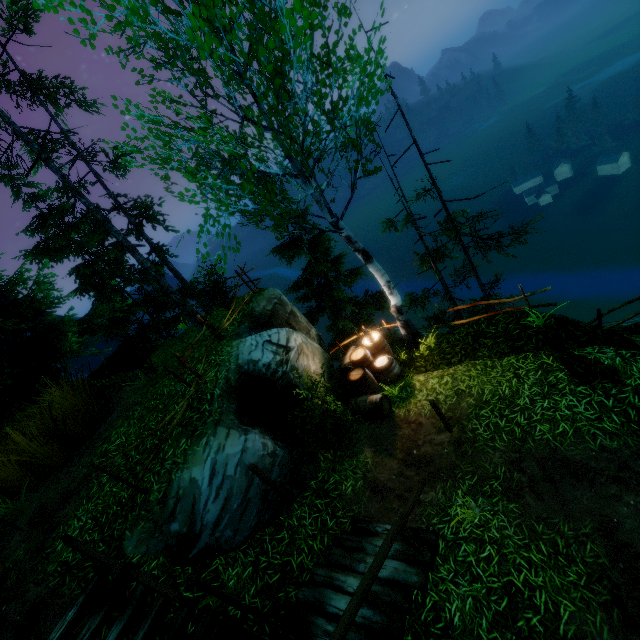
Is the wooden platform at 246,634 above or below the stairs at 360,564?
above

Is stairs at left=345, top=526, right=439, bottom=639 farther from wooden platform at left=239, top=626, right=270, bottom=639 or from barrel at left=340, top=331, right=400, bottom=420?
barrel at left=340, top=331, right=400, bottom=420

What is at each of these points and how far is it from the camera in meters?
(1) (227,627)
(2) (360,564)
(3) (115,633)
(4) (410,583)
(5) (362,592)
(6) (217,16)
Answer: (1) stairs, 4.5
(2) stairs, 5.4
(3) stairs, 4.6
(4) stairs, 4.8
(5) rail, 3.8
(6) tree, 5.0

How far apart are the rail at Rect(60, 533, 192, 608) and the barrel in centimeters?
588cm

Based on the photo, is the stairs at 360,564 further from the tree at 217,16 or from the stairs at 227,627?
the tree at 217,16

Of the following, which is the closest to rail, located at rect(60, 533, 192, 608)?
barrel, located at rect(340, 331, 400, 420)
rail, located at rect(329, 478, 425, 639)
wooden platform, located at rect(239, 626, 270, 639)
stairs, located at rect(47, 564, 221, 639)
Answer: stairs, located at rect(47, 564, 221, 639)

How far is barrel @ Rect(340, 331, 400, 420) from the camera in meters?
8.7 m

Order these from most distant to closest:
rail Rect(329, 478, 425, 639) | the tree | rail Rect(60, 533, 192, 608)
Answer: the tree < rail Rect(60, 533, 192, 608) < rail Rect(329, 478, 425, 639)
